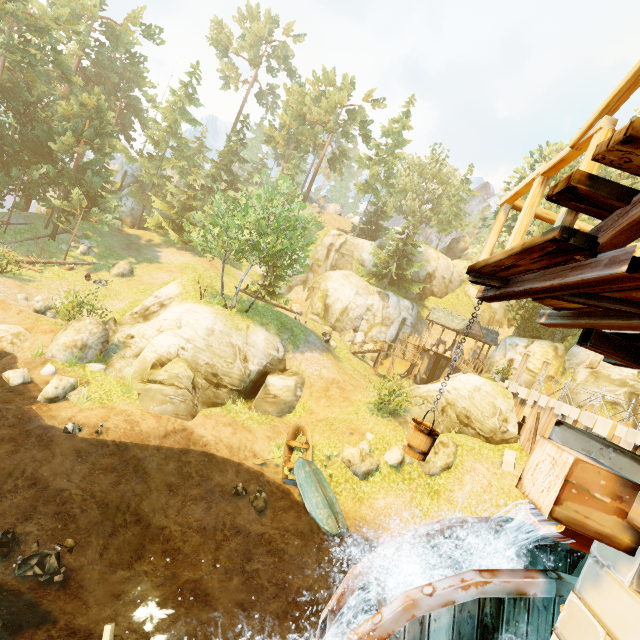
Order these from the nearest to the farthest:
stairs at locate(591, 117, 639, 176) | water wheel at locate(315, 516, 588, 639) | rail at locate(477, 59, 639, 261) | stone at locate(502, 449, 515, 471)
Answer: stairs at locate(591, 117, 639, 176), rail at locate(477, 59, 639, 261), water wheel at locate(315, 516, 588, 639), stone at locate(502, 449, 515, 471)

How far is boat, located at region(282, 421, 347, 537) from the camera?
13.5 meters

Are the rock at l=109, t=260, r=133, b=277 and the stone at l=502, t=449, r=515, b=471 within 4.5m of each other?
no

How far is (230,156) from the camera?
45.81m

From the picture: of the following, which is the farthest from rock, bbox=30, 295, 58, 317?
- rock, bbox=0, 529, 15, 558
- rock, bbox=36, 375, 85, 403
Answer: rock, bbox=0, 529, 15, 558

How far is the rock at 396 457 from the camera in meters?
16.2

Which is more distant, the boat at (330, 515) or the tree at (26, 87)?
the tree at (26, 87)

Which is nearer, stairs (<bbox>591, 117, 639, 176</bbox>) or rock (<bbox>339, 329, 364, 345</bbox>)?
stairs (<bbox>591, 117, 639, 176</bbox>)
